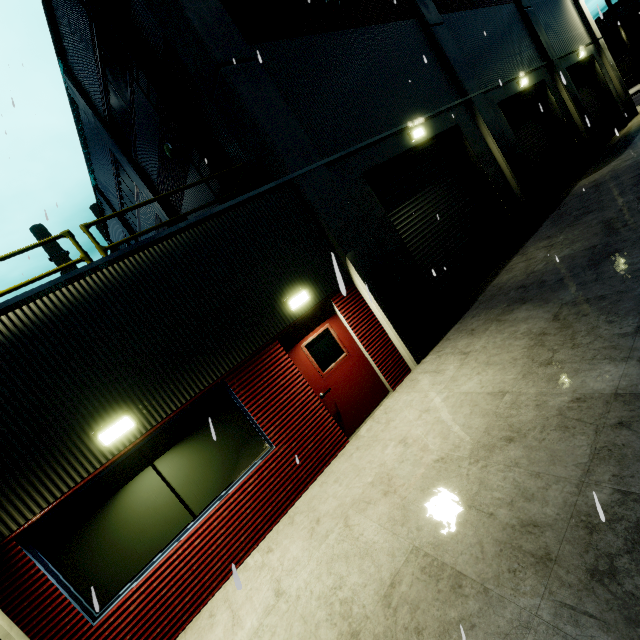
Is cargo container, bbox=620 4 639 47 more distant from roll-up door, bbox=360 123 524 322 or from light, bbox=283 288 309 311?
light, bbox=283 288 309 311

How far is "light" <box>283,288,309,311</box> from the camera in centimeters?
612cm

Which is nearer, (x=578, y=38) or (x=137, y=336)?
(x=137, y=336)

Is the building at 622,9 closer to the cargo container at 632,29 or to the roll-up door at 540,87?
the roll-up door at 540,87

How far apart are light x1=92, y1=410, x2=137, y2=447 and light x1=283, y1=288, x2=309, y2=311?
3.1m

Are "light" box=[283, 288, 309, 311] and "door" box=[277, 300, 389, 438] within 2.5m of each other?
yes

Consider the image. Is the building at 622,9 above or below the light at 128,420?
above

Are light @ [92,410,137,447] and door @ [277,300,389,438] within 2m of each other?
no
